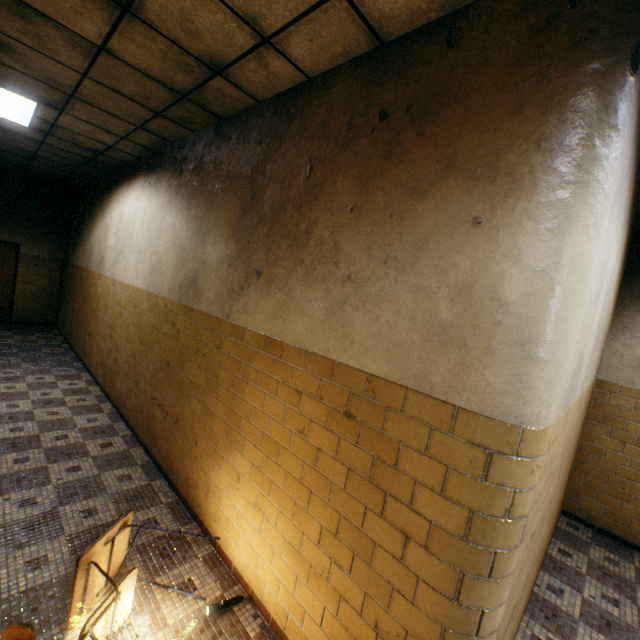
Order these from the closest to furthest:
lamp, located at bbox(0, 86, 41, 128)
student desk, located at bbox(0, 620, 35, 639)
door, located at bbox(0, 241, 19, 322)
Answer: student desk, located at bbox(0, 620, 35, 639) < lamp, located at bbox(0, 86, 41, 128) < door, located at bbox(0, 241, 19, 322)

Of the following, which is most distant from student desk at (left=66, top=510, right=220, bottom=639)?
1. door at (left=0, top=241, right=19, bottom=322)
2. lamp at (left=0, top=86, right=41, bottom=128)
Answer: door at (left=0, top=241, right=19, bottom=322)

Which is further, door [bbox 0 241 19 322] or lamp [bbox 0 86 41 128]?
door [bbox 0 241 19 322]

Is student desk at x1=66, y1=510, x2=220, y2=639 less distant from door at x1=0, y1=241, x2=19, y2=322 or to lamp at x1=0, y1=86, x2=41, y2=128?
lamp at x1=0, y1=86, x2=41, y2=128

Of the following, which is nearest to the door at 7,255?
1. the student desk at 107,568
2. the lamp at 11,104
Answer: the lamp at 11,104

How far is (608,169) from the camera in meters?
1.4

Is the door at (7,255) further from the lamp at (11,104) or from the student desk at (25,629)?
the student desk at (25,629)
